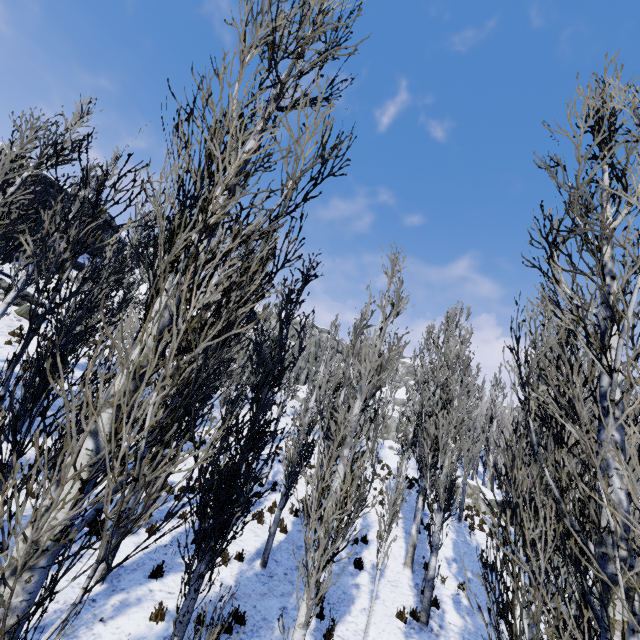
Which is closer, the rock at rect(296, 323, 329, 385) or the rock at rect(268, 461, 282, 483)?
the rock at rect(268, 461, 282, 483)

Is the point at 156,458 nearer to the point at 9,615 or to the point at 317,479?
the point at 9,615

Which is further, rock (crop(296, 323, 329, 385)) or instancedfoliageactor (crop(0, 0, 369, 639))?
rock (crop(296, 323, 329, 385))

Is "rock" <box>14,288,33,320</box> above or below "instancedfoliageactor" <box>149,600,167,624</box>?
above

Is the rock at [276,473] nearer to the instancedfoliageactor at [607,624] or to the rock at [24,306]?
the instancedfoliageactor at [607,624]

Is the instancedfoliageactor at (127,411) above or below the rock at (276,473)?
above

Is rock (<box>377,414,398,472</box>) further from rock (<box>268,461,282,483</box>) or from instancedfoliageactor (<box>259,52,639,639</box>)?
rock (<box>268,461,282,483</box>)
